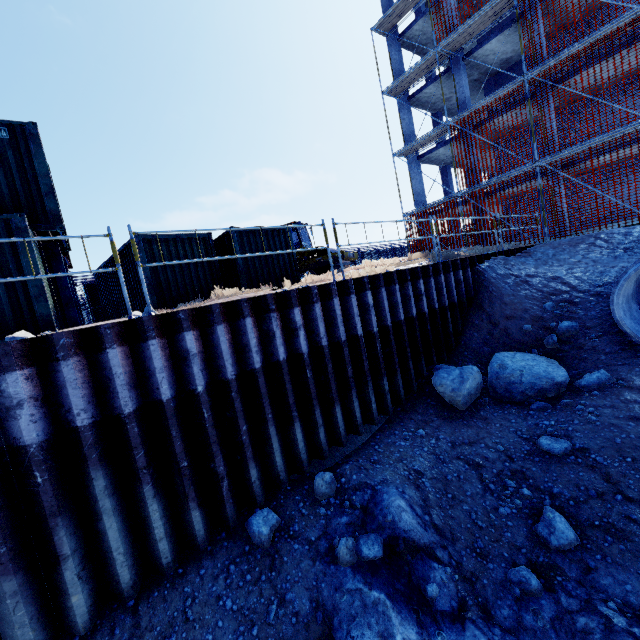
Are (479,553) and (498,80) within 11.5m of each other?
no

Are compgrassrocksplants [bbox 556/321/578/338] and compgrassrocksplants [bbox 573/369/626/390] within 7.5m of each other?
yes

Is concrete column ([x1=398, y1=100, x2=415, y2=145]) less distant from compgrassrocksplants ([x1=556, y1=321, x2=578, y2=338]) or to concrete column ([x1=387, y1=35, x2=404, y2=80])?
concrete column ([x1=387, y1=35, x2=404, y2=80])

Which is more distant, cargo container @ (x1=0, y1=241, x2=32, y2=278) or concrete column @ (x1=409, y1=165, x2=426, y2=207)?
concrete column @ (x1=409, y1=165, x2=426, y2=207)

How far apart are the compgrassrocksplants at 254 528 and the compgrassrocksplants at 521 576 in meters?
3.3 m

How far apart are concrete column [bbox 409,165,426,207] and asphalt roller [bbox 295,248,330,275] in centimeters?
1048cm

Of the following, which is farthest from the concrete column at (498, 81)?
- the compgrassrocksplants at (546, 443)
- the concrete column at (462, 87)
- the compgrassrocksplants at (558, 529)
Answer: the compgrassrocksplants at (558, 529)

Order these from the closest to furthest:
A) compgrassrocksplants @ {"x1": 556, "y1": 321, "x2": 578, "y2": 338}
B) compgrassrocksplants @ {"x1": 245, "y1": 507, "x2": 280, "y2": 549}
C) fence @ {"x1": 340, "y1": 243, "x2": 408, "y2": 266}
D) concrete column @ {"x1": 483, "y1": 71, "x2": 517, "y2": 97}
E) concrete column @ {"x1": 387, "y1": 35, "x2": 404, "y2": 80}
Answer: compgrassrocksplants @ {"x1": 245, "y1": 507, "x2": 280, "y2": 549}
compgrassrocksplants @ {"x1": 556, "y1": 321, "x2": 578, "y2": 338}
concrete column @ {"x1": 483, "y1": 71, "x2": 517, "y2": 97}
concrete column @ {"x1": 387, "y1": 35, "x2": 404, "y2": 80}
fence @ {"x1": 340, "y1": 243, "x2": 408, "y2": 266}
